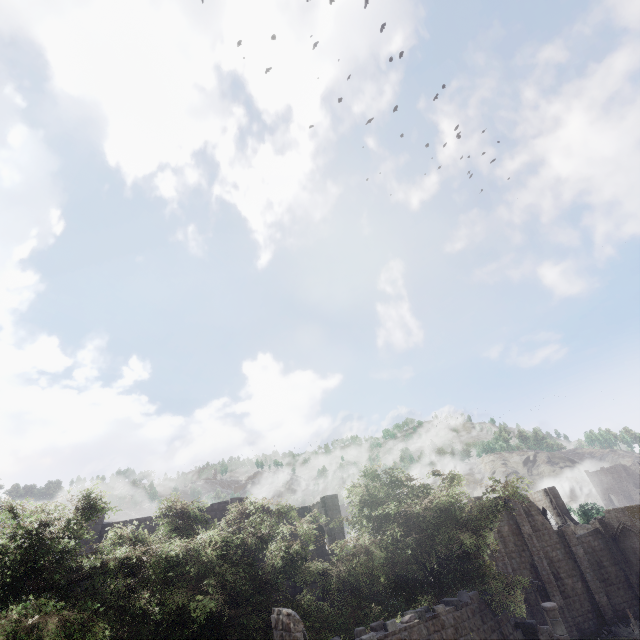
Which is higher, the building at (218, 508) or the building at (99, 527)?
the building at (218, 508)

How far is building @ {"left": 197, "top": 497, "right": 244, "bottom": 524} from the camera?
22.9m

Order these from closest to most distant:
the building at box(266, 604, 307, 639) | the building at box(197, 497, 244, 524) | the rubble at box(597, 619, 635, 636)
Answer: the building at box(266, 604, 307, 639)
the building at box(197, 497, 244, 524)
the rubble at box(597, 619, 635, 636)

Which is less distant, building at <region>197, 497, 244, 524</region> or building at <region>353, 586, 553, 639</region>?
building at <region>353, 586, 553, 639</region>

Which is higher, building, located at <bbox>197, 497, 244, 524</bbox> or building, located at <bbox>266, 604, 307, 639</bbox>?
building, located at <bbox>197, 497, 244, 524</bbox>

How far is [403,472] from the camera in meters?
20.9 m

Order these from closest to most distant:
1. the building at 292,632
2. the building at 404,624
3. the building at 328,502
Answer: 1. the building at 292,632
2. the building at 404,624
3. the building at 328,502
